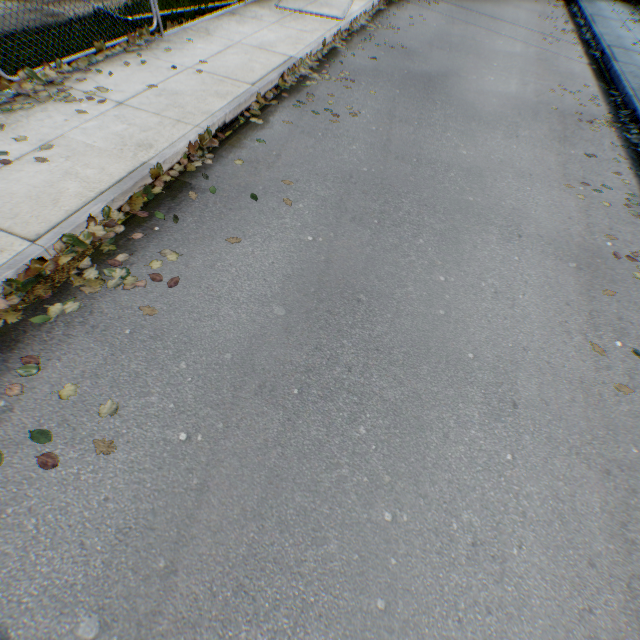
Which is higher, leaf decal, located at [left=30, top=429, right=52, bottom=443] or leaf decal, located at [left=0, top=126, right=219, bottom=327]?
leaf decal, located at [left=0, top=126, right=219, bottom=327]

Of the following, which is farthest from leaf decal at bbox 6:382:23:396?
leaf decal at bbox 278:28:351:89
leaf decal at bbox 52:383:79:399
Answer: leaf decal at bbox 278:28:351:89

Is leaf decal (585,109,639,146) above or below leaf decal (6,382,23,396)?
above

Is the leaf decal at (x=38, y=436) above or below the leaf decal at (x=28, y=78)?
below

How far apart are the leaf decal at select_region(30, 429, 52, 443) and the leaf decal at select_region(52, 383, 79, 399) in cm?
27

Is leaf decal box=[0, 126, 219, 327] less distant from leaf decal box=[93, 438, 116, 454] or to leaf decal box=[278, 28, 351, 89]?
leaf decal box=[93, 438, 116, 454]

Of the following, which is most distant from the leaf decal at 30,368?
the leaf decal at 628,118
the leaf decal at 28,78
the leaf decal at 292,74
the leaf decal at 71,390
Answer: the leaf decal at 628,118

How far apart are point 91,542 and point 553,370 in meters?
4.2 m
